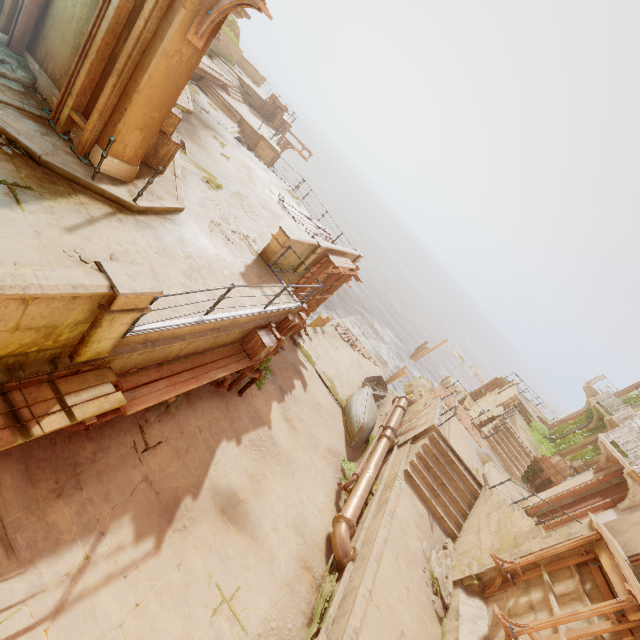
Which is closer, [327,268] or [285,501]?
[285,501]

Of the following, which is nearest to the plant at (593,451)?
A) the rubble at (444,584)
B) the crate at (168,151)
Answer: the crate at (168,151)

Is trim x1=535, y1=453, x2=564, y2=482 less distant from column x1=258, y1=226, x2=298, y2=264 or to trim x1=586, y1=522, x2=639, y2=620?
trim x1=586, y1=522, x2=639, y2=620

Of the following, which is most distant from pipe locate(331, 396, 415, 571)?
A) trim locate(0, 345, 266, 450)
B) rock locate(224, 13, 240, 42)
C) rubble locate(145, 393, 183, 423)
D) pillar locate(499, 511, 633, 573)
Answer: rock locate(224, 13, 240, 42)

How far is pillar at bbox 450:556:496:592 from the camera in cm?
909

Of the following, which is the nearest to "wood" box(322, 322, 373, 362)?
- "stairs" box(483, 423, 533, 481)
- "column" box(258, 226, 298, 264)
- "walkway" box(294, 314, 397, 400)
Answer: "walkway" box(294, 314, 397, 400)

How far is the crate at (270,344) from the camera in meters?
8.1 m

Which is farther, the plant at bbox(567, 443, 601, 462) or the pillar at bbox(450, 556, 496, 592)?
the plant at bbox(567, 443, 601, 462)
